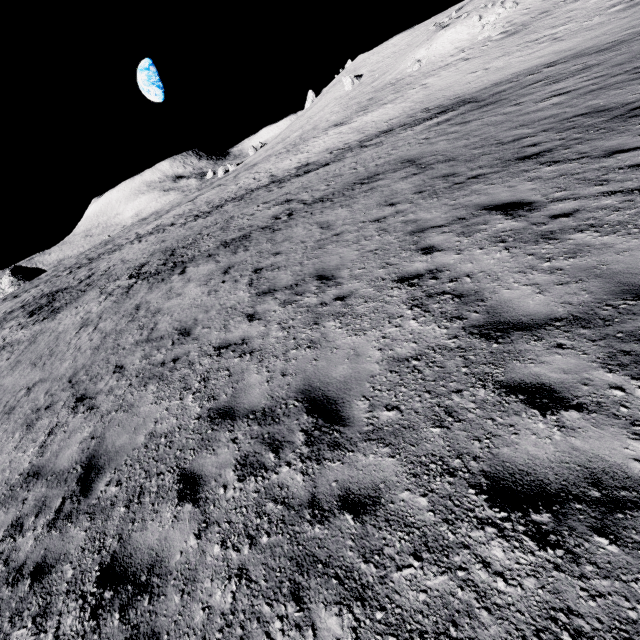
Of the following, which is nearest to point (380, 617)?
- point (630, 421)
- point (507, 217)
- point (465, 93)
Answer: point (630, 421)
